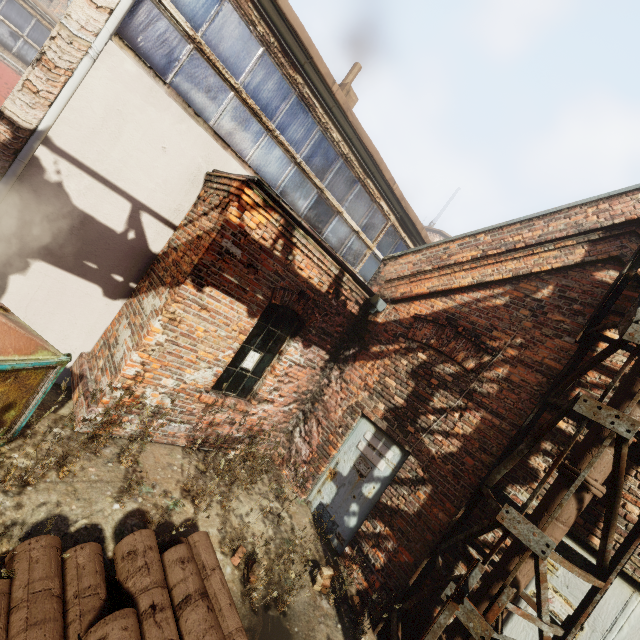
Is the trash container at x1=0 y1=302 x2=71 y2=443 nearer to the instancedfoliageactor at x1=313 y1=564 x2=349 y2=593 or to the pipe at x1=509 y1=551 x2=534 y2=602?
the instancedfoliageactor at x1=313 y1=564 x2=349 y2=593

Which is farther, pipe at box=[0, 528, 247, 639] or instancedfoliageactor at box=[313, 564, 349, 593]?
instancedfoliageactor at box=[313, 564, 349, 593]

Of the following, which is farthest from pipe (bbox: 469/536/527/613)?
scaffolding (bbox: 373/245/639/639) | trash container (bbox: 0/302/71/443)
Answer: trash container (bbox: 0/302/71/443)

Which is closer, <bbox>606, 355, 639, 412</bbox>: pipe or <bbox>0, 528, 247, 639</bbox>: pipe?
<bbox>0, 528, 247, 639</bbox>: pipe

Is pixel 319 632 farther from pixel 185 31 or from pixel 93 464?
pixel 185 31

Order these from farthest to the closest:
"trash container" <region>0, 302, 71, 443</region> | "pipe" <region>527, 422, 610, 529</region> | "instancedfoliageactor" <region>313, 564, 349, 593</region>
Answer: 1. "instancedfoliageactor" <region>313, 564, 349, 593</region>
2. "pipe" <region>527, 422, 610, 529</region>
3. "trash container" <region>0, 302, 71, 443</region>

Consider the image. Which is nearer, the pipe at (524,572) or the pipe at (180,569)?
the pipe at (180,569)

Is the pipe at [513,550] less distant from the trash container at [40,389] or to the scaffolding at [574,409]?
the scaffolding at [574,409]
